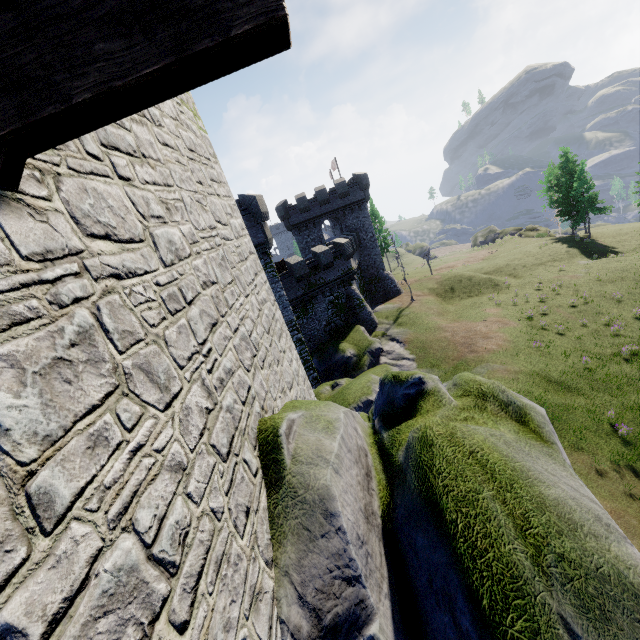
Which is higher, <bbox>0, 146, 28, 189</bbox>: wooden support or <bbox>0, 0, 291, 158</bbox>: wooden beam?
<bbox>0, 0, 291, 158</bbox>: wooden beam

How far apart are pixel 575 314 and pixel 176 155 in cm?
3375

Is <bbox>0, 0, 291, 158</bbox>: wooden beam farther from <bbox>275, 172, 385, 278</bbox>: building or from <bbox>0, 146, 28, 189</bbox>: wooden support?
<bbox>275, 172, 385, 278</bbox>: building

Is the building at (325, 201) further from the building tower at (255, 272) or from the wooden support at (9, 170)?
the wooden support at (9, 170)

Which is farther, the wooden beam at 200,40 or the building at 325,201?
the building at 325,201

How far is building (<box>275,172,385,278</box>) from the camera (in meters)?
38.72

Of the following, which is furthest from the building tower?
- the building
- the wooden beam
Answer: the building
